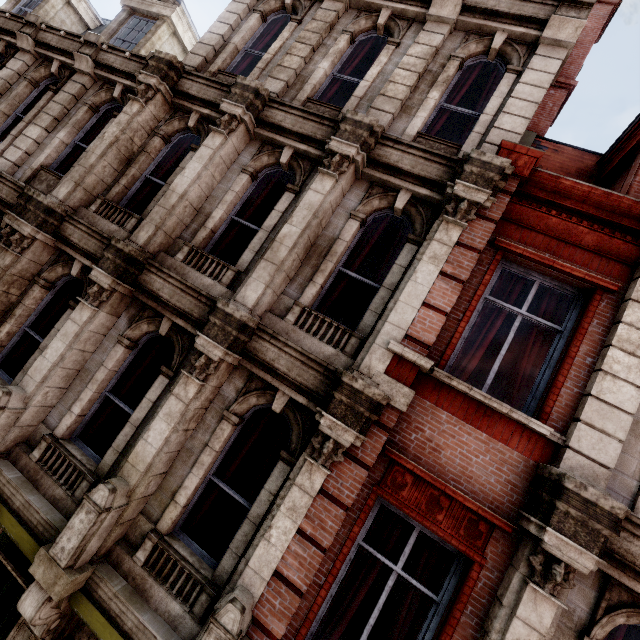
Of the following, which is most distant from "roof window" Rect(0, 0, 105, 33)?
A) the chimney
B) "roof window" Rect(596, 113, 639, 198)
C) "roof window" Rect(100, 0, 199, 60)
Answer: "roof window" Rect(596, 113, 639, 198)

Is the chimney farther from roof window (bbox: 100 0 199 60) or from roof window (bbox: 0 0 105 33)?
roof window (bbox: 0 0 105 33)

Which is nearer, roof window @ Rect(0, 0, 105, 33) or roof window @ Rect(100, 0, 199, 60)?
roof window @ Rect(100, 0, 199, 60)

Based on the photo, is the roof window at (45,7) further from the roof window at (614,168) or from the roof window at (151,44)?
the roof window at (614,168)

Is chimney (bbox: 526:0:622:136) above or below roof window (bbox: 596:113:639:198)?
above

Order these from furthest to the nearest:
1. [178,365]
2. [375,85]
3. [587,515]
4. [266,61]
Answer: [266,61], [375,85], [178,365], [587,515]

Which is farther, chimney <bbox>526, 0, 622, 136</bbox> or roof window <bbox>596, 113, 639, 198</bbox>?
chimney <bbox>526, 0, 622, 136</bbox>

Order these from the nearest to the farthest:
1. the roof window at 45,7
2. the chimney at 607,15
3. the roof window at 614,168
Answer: the roof window at 614,168 < the chimney at 607,15 < the roof window at 45,7
